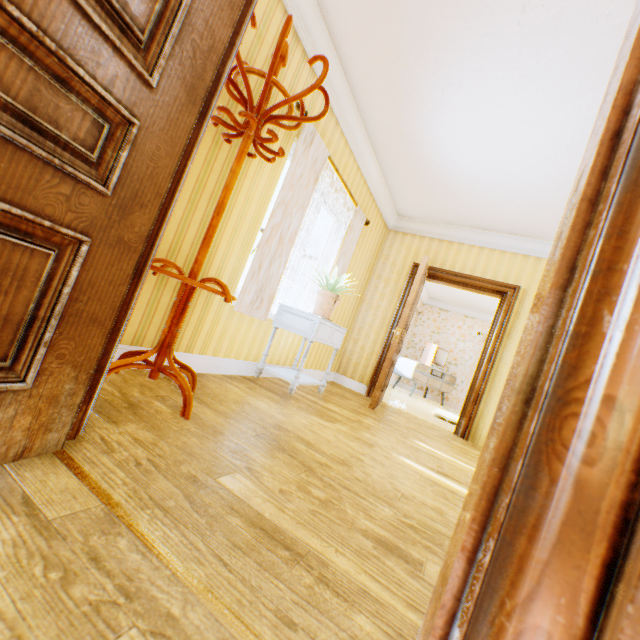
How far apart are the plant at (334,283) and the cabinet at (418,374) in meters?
5.4

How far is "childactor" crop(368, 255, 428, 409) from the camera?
4.37m

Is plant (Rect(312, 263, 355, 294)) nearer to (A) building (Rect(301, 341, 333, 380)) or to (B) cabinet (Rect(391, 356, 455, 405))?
(A) building (Rect(301, 341, 333, 380))

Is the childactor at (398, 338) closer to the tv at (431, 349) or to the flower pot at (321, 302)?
the flower pot at (321, 302)

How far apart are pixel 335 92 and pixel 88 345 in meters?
3.4

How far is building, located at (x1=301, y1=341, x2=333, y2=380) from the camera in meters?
4.7

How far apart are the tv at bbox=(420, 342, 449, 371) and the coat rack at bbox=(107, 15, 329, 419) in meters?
7.9 m

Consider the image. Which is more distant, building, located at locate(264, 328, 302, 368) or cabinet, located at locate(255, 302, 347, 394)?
building, located at locate(264, 328, 302, 368)
